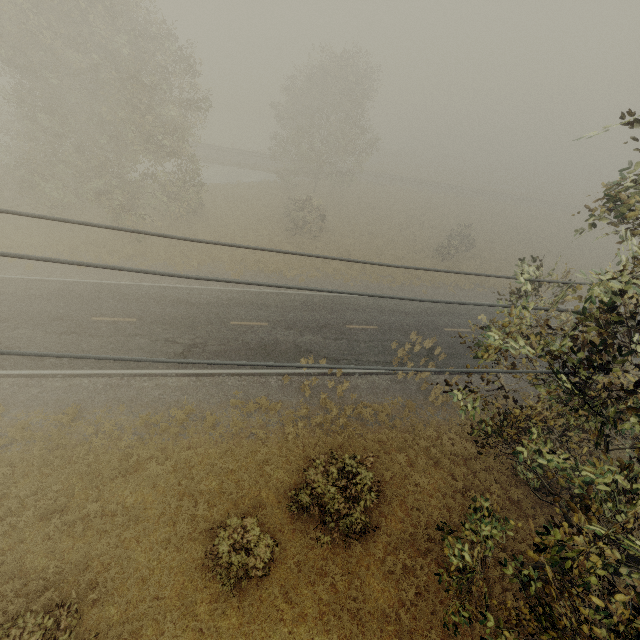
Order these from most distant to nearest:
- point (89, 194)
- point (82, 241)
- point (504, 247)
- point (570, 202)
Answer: point (570, 202) < point (504, 247) < point (82, 241) < point (89, 194)
